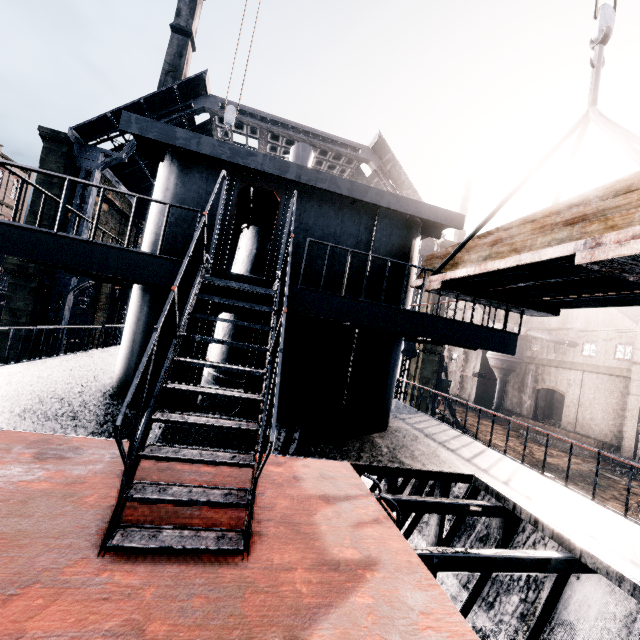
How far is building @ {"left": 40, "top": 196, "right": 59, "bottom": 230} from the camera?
20.8 meters

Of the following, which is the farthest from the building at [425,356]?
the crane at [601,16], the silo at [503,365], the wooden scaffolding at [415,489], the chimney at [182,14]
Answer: the crane at [601,16]

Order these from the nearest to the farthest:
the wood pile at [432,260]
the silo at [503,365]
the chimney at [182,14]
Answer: the wood pile at [432,260] < the silo at [503,365] < the chimney at [182,14]

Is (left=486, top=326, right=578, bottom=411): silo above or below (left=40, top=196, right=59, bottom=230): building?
below

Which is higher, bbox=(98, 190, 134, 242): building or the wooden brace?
bbox=(98, 190, 134, 242): building

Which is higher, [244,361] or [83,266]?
[83,266]

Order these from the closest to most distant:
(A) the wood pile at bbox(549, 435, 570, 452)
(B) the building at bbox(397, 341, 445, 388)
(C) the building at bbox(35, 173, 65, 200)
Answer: (C) the building at bbox(35, 173, 65, 200) < (B) the building at bbox(397, 341, 445, 388) < (A) the wood pile at bbox(549, 435, 570, 452)

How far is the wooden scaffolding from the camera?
10.3 meters
